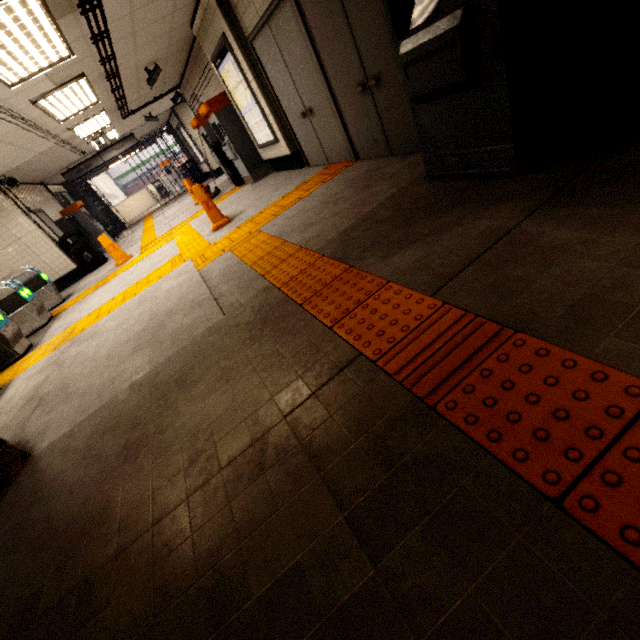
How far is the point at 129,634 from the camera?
1.1 meters

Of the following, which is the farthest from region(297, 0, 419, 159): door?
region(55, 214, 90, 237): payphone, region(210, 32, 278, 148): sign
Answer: region(55, 214, 90, 237): payphone

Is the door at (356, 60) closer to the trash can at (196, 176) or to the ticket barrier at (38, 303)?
the ticket barrier at (38, 303)

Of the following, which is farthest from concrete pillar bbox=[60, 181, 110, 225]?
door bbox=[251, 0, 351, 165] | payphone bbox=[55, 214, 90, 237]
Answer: door bbox=[251, 0, 351, 165]

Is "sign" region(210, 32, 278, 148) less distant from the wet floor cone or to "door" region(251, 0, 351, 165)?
"door" region(251, 0, 351, 165)

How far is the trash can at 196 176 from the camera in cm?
1605

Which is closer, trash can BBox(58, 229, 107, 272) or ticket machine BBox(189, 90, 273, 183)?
ticket machine BBox(189, 90, 273, 183)

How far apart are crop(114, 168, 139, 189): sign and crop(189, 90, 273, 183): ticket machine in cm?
2545
